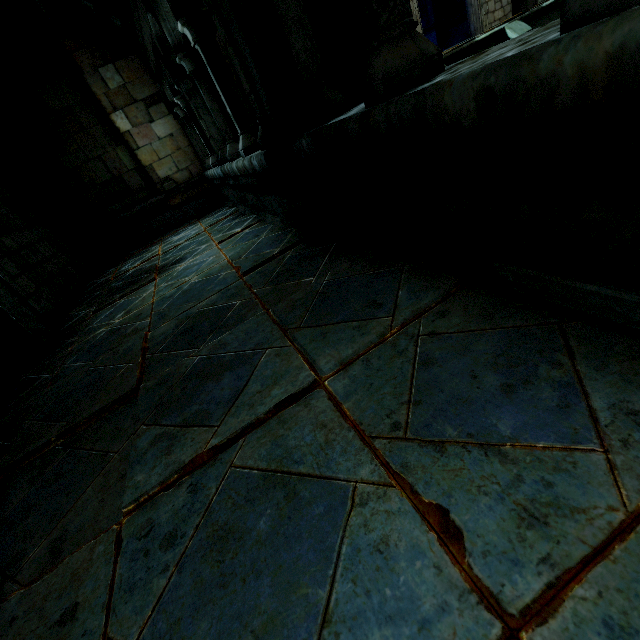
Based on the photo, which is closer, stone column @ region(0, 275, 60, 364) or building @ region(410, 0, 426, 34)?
stone column @ region(0, 275, 60, 364)

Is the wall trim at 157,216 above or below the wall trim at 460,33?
below

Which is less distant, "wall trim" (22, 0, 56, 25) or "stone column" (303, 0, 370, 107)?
"stone column" (303, 0, 370, 107)

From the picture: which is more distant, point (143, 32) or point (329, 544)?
point (143, 32)

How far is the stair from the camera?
6.45m

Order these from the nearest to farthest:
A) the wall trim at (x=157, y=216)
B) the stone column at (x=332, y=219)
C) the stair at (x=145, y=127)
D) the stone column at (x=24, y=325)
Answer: the stone column at (x=332, y=219), the stone column at (x=24, y=325), the stair at (x=145, y=127), the wall trim at (x=157, y=216)

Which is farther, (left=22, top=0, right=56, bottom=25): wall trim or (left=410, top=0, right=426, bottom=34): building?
(left=410, top=0, right=426, bottom=34): building

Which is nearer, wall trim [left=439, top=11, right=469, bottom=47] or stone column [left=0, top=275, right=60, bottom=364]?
stone column [left=0, top=275, right=60, bottom=364]
